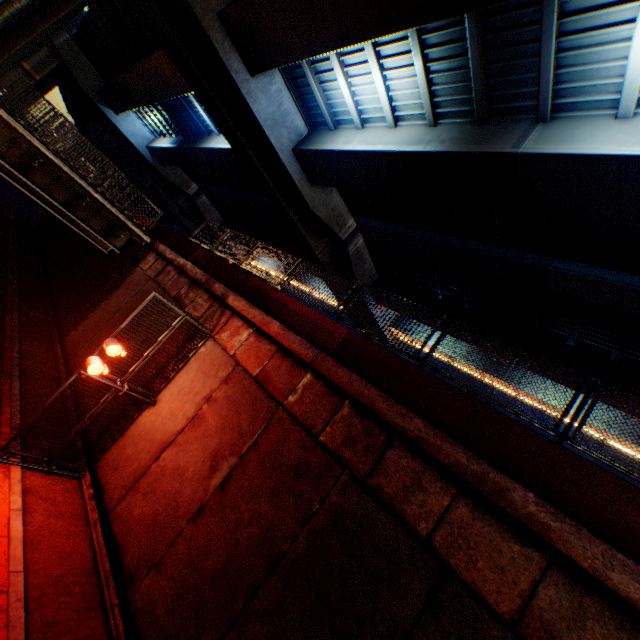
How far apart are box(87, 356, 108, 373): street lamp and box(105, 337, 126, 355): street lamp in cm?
33

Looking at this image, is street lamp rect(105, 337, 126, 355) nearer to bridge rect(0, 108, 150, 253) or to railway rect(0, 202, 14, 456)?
railway rect(0, 202, 14, 456)

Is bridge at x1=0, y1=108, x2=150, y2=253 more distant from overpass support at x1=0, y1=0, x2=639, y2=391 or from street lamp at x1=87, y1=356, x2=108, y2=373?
street lamp at x1=87, y1=356, x2=108, y2=373

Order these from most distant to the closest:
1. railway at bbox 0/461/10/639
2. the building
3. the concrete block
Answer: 1. the building
2. railway at bbox 0/461/10/639
3. the concrete block

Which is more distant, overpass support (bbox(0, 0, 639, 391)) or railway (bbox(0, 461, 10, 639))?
overpass support (bbox(0, 0, 639, 391))

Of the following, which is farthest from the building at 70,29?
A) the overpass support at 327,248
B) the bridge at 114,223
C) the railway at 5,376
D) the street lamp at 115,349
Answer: the street lamp at 115,349

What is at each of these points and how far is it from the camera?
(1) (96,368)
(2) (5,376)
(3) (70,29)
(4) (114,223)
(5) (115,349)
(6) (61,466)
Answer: (1) street lamp, 7.5m
(2) railway, 9.7m
(3) building, 36.3m
(4) bridge, 16.2m
(5) street lamp, 7.6m
(6) metal fence, 8.0m

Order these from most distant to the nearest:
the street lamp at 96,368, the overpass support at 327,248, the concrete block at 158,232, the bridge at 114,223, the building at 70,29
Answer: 1. the building at 70,29
2. the bridge at 114,223
3. the overpass support at 327,248
4. the street lamp at 96,368
5. the concrete block at 158,232
